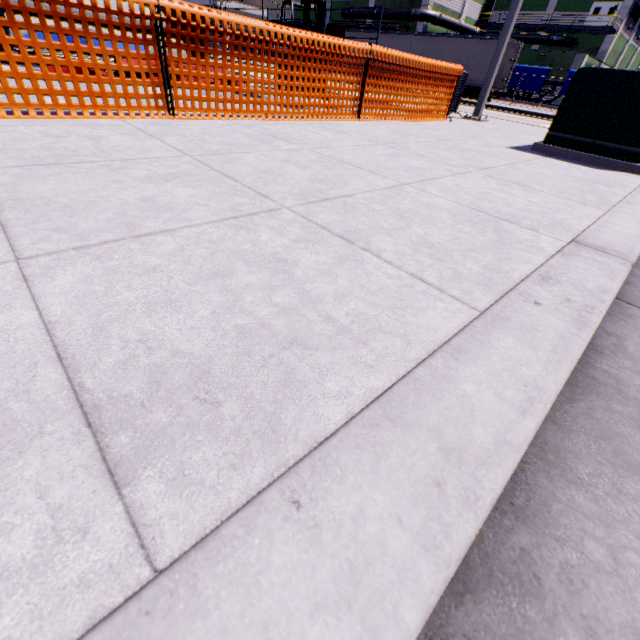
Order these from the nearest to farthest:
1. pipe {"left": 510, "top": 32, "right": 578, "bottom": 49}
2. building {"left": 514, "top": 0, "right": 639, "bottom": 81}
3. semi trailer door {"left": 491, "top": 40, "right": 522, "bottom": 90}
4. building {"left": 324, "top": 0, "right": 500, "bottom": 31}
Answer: semi trailer door {"left": 491, "top": 40, "right": 522, "bottom": 90} → building {"left": 514, "top": 0, "right": 639, "bottom": 81} → building {"left": 324, "top": 0, "right": 500, "bottom": 31} → pipe {"left": 510, "top": 32, "right": 578, "bottom": 49}

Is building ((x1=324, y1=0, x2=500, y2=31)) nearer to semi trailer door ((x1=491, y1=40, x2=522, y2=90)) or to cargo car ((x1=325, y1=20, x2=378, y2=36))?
cargo car ((x1=325, y1=20, x2=378, y2=36))

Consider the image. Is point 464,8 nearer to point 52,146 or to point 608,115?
point 608,115

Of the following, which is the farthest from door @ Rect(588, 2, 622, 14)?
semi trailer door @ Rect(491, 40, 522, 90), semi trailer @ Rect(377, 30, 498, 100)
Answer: semi trailer door @ Rect(491, 40, 522, 90)

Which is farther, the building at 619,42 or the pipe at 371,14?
the pipe at 371,14

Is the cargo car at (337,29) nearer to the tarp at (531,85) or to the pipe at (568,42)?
the pipe at (568,42)

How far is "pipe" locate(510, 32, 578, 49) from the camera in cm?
3953

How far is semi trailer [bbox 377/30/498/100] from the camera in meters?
22.2
